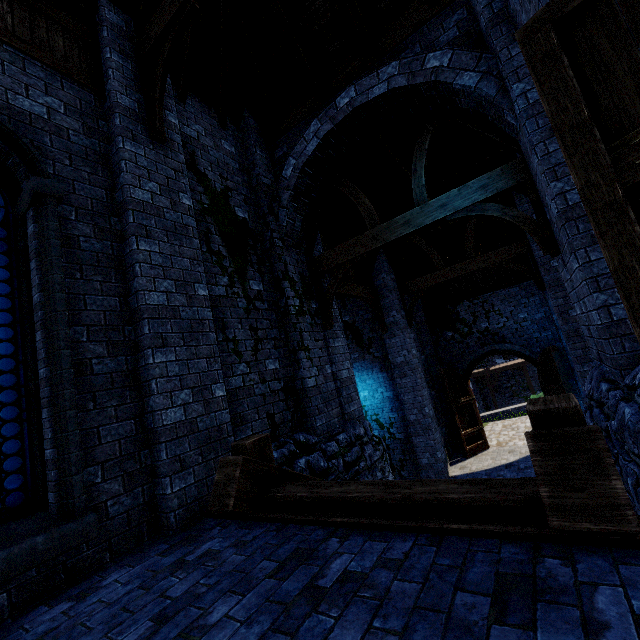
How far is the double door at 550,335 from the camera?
11.6 meters

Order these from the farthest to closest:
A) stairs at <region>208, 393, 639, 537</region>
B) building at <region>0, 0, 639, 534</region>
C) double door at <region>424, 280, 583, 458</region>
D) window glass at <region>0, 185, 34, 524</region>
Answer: double door at <region>424, 280, 583, 458</region>
building at <region>0, 0, 639, 534</region>
window glass at <region>0, 185, 34, 524</region>
stairs at <region>208, 393, 639, 537</region>

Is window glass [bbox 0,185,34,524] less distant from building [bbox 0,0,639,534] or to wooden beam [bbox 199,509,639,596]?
building [bbox 0,0,639,534]

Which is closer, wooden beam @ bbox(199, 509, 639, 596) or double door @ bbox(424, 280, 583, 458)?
wooden beam @ bbox(199, 509, 639, 596)

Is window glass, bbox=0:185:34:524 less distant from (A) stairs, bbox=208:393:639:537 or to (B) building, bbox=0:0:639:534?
(B) building, bbox=0:0:639:534

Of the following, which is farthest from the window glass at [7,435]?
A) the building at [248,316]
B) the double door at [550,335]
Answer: the double door at [550,335]

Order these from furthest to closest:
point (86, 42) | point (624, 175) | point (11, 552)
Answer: point (86, 42)
point (11, 552)
point (624, 175)

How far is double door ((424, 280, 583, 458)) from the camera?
11.6m
